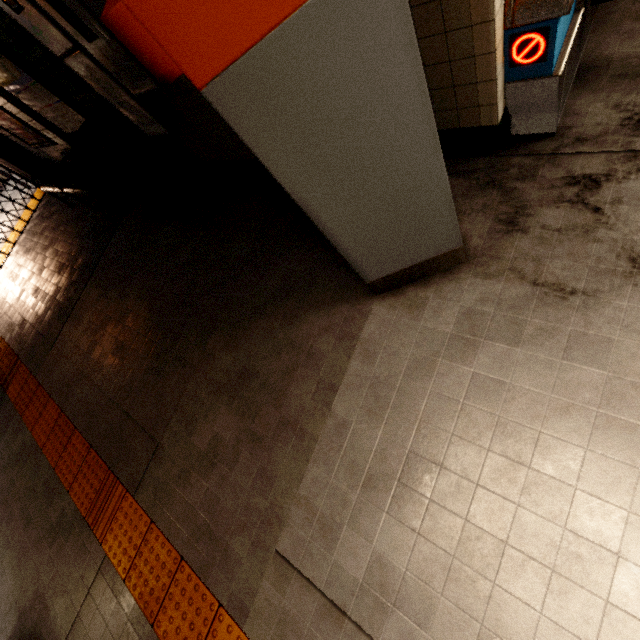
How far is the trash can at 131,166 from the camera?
3.08m

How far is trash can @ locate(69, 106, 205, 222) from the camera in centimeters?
308cm

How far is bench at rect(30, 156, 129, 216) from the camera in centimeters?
446cm

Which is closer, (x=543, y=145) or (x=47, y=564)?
(x=543, y=145)

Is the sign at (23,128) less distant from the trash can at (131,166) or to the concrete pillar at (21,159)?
the concrete pillar at (21,159)

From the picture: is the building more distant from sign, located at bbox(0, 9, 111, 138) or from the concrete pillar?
the concrete pillar

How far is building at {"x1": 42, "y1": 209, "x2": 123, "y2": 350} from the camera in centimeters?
471cm

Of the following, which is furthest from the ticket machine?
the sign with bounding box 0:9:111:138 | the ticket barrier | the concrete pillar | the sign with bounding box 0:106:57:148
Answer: the concrete pillar
